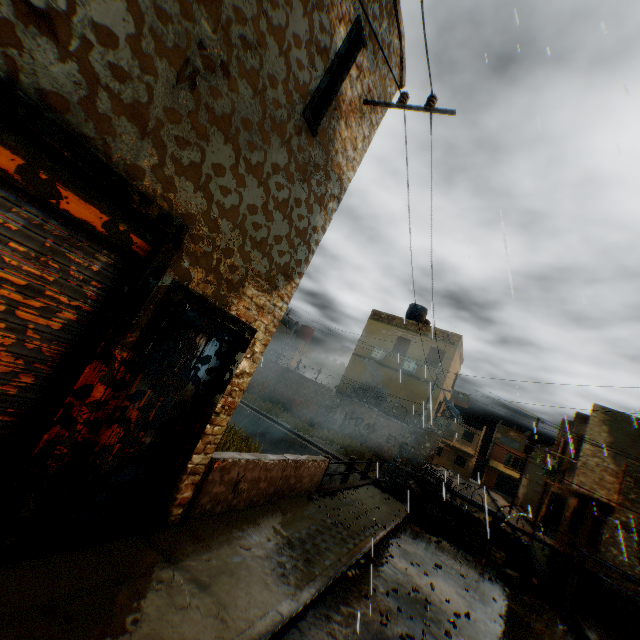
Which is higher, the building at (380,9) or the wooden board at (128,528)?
the building at (380,9)

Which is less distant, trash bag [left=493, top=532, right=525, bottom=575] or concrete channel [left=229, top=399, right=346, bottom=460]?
trash bag [left=493, top=532, right=525, bottom=575]

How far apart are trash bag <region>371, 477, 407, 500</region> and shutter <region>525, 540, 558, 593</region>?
4.3m

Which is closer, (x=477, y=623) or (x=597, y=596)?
(x=477, y=623)

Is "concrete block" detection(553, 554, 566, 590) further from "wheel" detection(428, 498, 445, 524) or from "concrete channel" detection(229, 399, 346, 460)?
"concrete channel" detection(229, 399, 346, 460)

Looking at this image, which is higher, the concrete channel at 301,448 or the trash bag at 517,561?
the trash bag at 517,561

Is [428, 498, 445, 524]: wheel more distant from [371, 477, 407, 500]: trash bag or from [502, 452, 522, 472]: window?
[502, 452, 522, 472]: window

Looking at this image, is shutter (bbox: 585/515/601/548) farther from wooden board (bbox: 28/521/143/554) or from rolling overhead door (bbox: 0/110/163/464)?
wooden board (bbox: 28/521/143/554)
